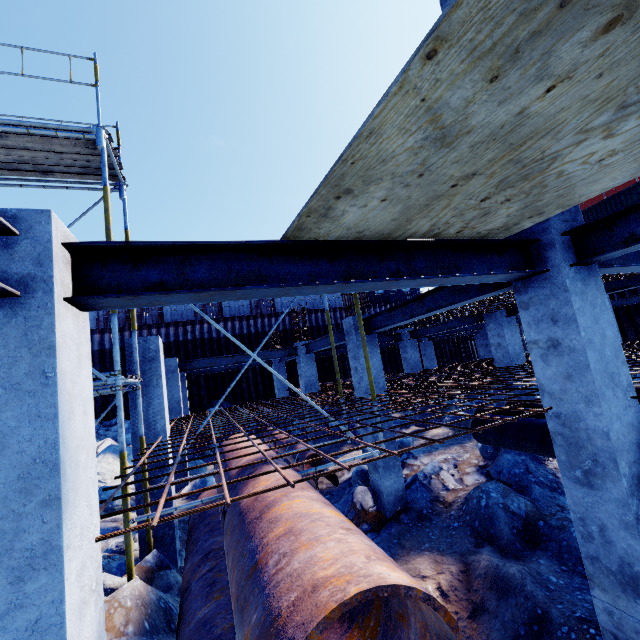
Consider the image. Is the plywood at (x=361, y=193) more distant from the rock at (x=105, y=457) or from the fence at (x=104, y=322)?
the rock at (x=105, y=457)

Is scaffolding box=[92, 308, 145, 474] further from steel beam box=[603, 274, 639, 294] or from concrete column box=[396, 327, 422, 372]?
concrete column box=[396, 327, 422, 372]

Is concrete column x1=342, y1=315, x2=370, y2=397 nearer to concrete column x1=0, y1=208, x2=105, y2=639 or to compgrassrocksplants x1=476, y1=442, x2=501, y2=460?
compgrassrocksplants x1=476, y1=442, x2=501, y2=460

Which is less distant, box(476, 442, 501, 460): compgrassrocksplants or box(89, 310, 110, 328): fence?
box(476, 442, 501, 460): compgrassrocksplants

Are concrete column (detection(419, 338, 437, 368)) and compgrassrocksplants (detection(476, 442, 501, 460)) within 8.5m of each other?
no

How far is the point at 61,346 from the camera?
1.8 meters

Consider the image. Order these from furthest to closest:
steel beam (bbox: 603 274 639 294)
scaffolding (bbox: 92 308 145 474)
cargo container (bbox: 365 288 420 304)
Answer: cargo container (bbox: 365 288 420 304) → steel beam (bbox: 603 274 639 294) → scaffolding (bbox: 92 308 145 474)

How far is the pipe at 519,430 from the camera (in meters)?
5.85
